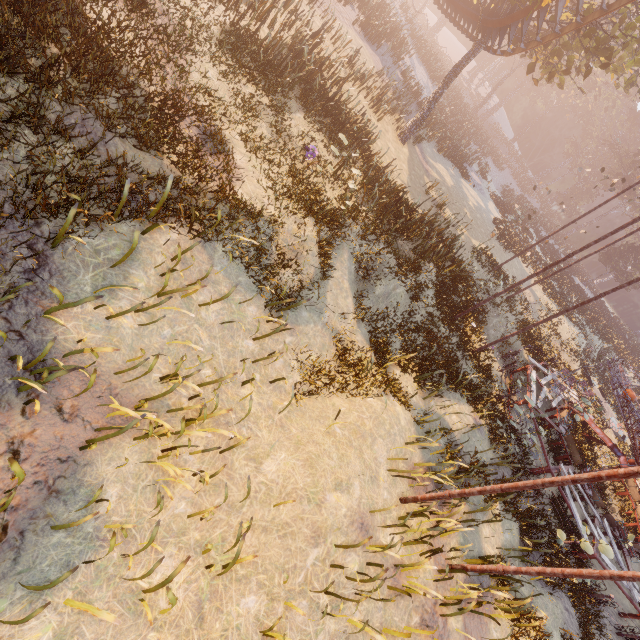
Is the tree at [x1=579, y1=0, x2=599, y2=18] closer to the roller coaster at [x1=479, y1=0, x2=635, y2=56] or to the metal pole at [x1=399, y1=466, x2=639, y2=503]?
the roller coaster at [x1=479, y1=0, x2=635, y2=56]

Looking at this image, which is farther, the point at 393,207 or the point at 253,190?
the point at 393,207

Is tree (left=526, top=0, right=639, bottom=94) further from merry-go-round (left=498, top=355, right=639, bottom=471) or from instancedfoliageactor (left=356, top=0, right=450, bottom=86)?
merry-go-round (left=498, top=355, right=639, bottom=471)

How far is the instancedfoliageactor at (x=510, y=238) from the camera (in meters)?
28.83

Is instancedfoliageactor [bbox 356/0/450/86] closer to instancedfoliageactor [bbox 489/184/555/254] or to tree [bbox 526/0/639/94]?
tree [bbox 526/0/639/94]

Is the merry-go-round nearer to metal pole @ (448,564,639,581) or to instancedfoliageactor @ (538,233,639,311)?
metal pole @ (448,564,639,581)

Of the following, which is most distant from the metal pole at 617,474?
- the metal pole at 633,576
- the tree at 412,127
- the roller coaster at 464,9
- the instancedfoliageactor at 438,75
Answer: the instancedfoliageactor at 438,75

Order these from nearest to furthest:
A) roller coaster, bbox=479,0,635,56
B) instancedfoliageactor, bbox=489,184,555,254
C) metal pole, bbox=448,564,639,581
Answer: metal pole, bbox=448,564,639,581 → roller coaster, bbox=479,0,635,56 → instancedfoliageactor, bbox=489,184,555,254
